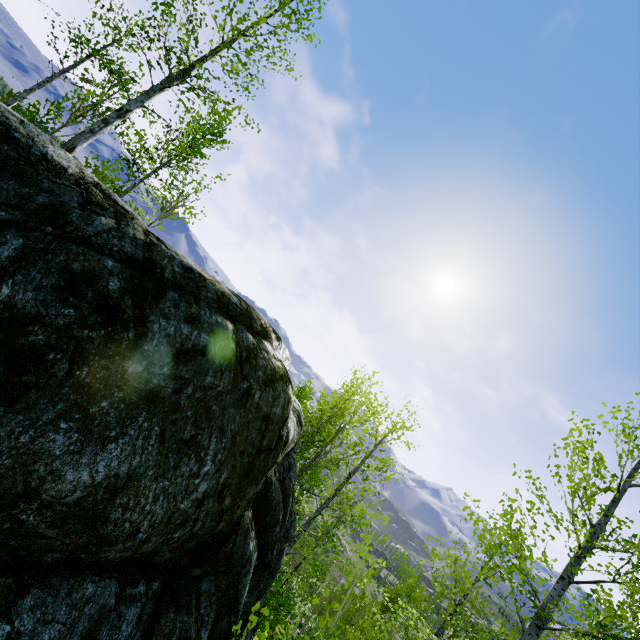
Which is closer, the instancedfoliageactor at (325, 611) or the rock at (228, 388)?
the rock at (228, 388)

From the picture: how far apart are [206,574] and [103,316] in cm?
372

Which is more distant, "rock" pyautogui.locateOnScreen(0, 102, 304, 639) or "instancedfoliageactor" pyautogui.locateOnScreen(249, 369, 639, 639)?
"instancedfoliageactor" pyautogui.locateOnScreen(249, 369, 639, 639)
